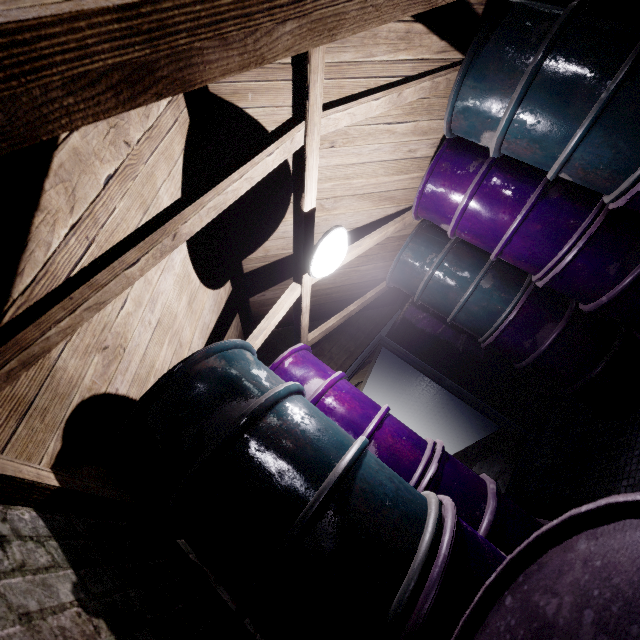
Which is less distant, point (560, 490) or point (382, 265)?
point (560, 490)

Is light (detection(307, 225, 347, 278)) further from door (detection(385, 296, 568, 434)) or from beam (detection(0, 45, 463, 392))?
door (detection(385, 296, 568, 434))

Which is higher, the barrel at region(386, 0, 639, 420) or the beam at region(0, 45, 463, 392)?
the beam at region(0, 45, 463, 392)

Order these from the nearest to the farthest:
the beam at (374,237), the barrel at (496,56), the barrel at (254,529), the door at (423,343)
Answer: the barrel at (254,529) → the barrel at (496,56) → the beam at (374,237) → the door at (423,343)

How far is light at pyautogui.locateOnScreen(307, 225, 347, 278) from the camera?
1.7 meters

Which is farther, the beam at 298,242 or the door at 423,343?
the door at 423,343

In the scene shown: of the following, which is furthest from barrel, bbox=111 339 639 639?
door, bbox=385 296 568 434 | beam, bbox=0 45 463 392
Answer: door, bbox=385 296 568 434

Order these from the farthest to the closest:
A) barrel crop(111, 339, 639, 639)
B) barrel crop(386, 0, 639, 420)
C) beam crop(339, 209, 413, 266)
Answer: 1. beam crop(339, 209, 413, 266)
2. barrel crop(386, 0, 639, 420)
3. barrel crop(111, 339, 639, 639)
